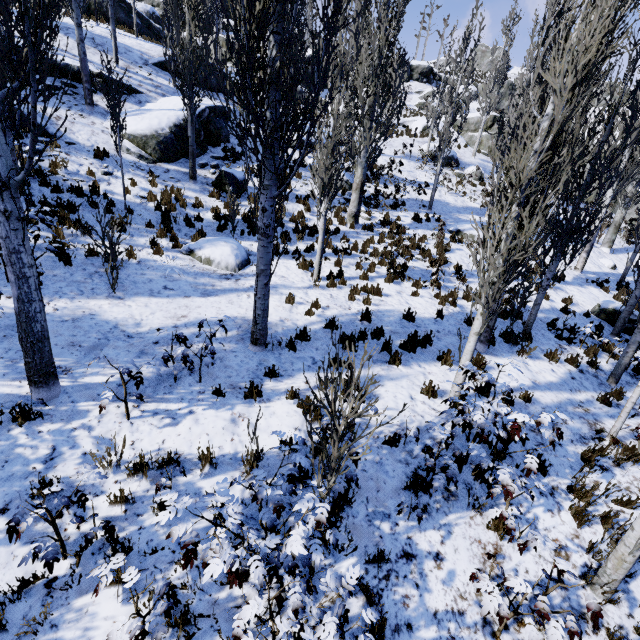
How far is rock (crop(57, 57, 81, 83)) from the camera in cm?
1315

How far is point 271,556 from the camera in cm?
309

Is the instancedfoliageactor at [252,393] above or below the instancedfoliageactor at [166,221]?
below

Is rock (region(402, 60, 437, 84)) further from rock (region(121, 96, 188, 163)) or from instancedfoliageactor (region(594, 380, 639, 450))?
rock (region(121, 96, 188, 163))

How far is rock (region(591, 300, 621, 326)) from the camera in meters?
12.1

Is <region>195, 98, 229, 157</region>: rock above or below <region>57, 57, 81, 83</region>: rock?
below

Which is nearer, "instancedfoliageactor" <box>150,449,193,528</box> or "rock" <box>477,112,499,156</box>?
"instancedfoliageactor" <box>150,449,193,528</box>

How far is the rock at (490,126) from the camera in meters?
28.4 m
